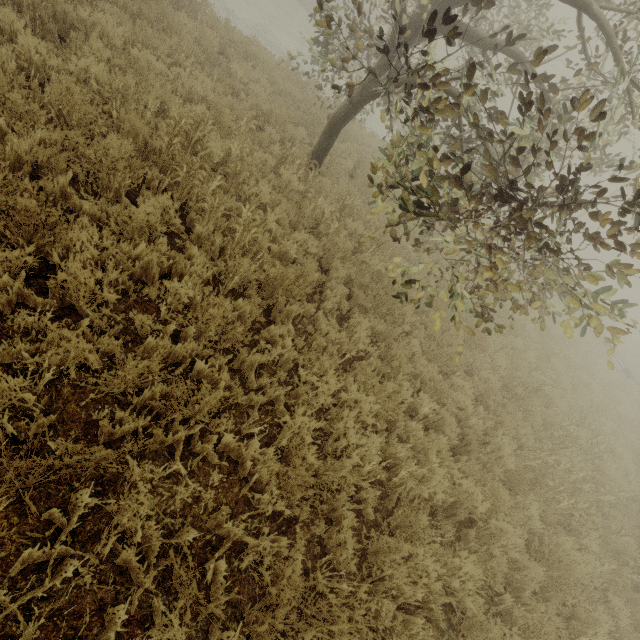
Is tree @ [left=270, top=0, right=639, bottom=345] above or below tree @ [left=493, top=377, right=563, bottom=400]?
above

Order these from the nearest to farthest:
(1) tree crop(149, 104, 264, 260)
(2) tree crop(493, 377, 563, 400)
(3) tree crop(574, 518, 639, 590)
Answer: (1) tree crop(149, 104, 264, 260) → (3) tree crop(574, 518, 639, 590) → (2) tree crop(493, 377, 563, 400)

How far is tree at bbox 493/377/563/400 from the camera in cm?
723

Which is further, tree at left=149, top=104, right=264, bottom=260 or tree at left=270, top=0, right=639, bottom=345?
tree at left=149, top=104, right=264, bottom=260

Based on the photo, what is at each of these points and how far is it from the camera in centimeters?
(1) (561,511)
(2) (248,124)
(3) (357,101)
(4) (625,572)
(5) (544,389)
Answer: (1) tree, 582cm
(2) tree, 661cm
(3) tree, 682cm
(4) tree, 549cm
(5) tree, 854cm

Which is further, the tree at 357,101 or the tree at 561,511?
the tree at 561,511

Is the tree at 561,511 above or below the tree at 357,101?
below
